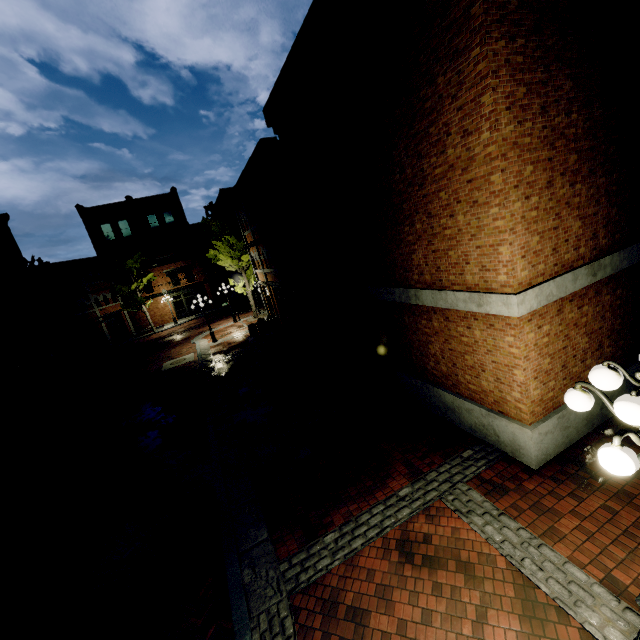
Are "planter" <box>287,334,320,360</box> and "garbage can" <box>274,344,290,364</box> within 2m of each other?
yes

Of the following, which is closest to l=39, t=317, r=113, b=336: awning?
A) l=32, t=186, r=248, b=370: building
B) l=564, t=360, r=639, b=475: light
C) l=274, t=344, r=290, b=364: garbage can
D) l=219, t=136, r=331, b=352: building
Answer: l=32, t=186, r=248, b=370: building

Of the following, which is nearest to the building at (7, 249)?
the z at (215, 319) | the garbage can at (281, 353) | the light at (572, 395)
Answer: the z at (215, 319)

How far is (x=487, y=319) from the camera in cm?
620

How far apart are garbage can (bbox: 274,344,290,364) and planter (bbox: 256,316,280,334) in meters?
6.8 m

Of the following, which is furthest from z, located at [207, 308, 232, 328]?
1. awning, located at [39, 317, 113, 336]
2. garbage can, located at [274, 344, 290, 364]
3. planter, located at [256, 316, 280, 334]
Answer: garbage can, located at [274, 344, 290, 364]

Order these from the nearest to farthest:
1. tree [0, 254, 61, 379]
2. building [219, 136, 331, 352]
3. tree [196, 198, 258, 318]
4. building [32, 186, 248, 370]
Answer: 1. building [219, 136, 331, 352]
2. tree [0, 254, 61, 379]
3. tree [196, 198, 258, 318]
4. building [32, 186, 248, 370]

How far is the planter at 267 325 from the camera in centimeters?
2203cm
